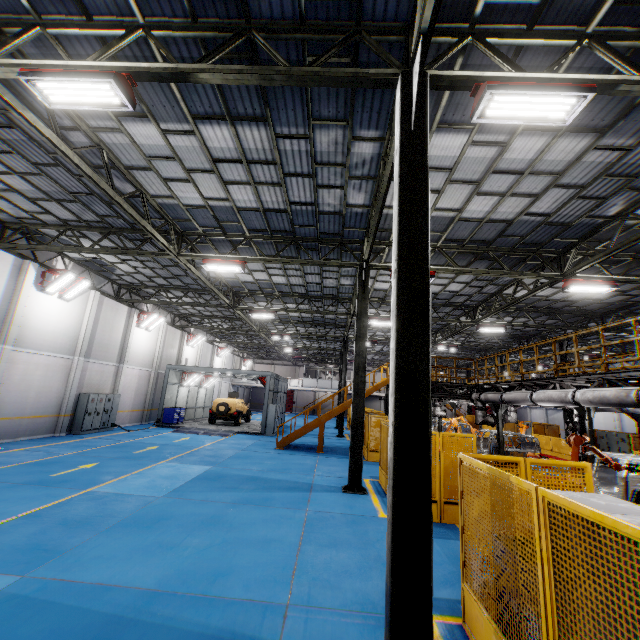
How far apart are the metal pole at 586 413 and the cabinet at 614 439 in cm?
598

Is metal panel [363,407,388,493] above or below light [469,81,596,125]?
below

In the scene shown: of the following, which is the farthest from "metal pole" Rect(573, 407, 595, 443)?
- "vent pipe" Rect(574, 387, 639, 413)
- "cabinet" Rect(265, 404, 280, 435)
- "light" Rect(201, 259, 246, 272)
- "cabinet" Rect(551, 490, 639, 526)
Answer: "cabinet" Rect(265, 404, 280, 435)

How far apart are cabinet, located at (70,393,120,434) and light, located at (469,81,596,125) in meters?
21.3 m

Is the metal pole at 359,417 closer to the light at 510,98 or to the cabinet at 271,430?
the light at 510,98

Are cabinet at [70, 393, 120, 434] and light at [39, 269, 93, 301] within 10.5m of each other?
yes

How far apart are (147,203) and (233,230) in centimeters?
309cm

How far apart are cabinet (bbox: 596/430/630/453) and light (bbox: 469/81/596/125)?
20.1 meters
